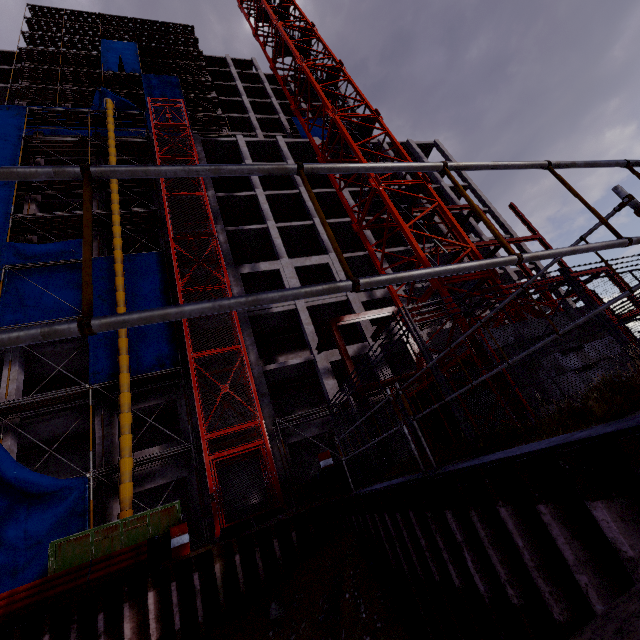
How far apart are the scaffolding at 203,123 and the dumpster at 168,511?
38.1m

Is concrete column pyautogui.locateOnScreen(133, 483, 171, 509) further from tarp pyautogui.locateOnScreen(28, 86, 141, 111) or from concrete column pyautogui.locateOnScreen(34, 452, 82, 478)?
tarp pyautogui.locateOnScreen(28, 86, 141, 111)

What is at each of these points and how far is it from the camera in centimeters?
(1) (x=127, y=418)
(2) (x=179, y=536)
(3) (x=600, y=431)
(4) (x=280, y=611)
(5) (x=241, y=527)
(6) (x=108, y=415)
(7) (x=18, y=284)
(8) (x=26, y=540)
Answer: (1) waste chute, 1395cm
(2) barrel, 1046cm
(3) concrete column, 261cm
(4) compgrassrocksplants, 708cm
(5) construction elevator, 1135cm
(6) concrete column, 1619cm
(7) tarp, 1741cm
(8) tarp, 1177cm

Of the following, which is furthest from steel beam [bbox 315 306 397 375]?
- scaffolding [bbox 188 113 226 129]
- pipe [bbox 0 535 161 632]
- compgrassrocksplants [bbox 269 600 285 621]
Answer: scaffolding [bbox 188 113 226 129]

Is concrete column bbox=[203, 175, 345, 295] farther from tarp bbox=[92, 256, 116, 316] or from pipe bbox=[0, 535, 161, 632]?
pipe bbox=[0, 535, 161, 632]

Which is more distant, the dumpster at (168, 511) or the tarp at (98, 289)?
the tarp at (98, 289)

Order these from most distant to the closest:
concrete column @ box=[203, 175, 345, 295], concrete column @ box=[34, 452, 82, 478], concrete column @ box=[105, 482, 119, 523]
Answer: concrete column @ box=[203, 175, 345, 295], concrete column @ box=[34, 452, 82, 478], concrete column @ box=[105, 482, 119, 523]

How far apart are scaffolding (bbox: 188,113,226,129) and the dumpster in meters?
38.1 m
